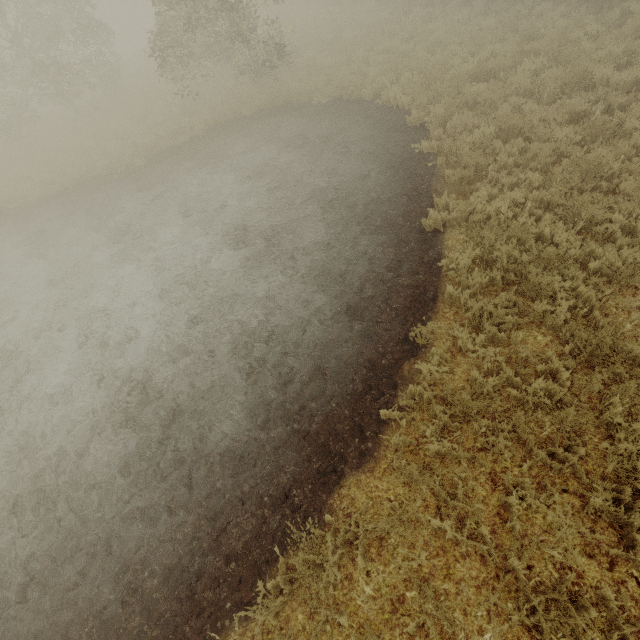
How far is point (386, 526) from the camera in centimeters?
362cm
